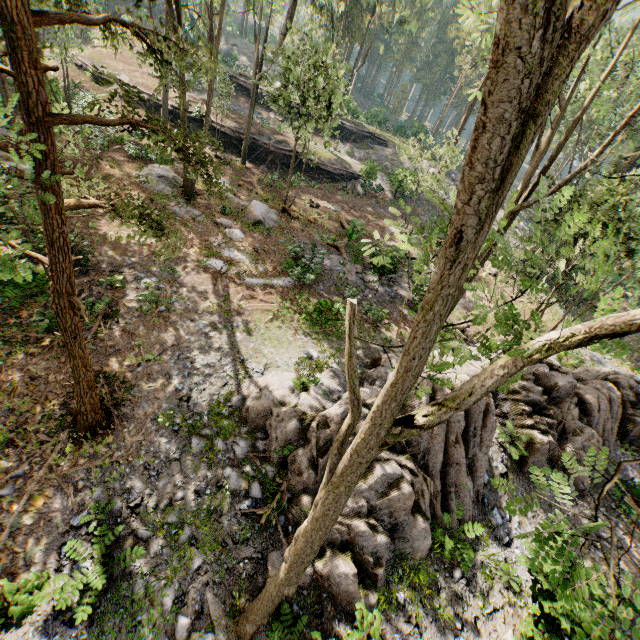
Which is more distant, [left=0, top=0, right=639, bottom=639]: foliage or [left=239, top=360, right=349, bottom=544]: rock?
[left=239, top=360, right=349, bottom=544]: rock

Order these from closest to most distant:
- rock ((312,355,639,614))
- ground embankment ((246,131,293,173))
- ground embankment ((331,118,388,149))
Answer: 1. rock ((312,355,639,614))
2. ground embankment ((246,131,293,173))
3. ground embankment ((331,118,388,149))

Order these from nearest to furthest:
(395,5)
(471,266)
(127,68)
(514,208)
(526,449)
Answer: (471,266)
(526,449)
(514,208)
(395,5)
(127,68)

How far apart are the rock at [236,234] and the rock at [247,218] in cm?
130

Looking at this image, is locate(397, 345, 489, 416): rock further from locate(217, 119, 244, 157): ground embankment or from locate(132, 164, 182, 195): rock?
locate(217, 119, 244, 157): ground embankment

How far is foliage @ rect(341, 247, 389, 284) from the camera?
3.0 meters

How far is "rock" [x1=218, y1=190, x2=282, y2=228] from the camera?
18.25m

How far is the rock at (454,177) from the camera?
37.2m
